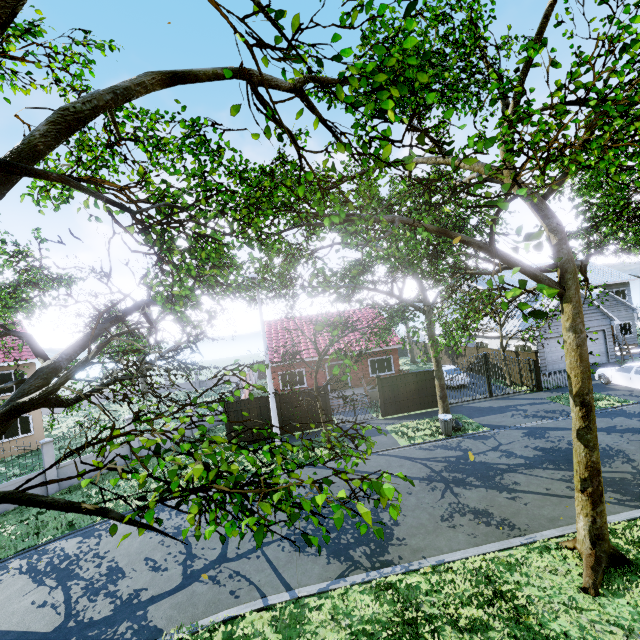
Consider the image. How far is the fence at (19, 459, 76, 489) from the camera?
14.8 meters

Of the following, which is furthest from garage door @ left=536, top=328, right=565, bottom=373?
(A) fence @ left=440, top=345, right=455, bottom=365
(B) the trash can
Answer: (B) the trash can

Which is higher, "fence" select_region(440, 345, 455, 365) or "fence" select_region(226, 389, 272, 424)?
"fence" select_region(226, 389, 272, 424)

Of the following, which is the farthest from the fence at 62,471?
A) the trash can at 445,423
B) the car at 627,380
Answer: the trash can at 445,423

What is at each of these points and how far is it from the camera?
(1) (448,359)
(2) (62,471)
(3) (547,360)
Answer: (1) fence, 31.8 meters
(2) fence, 15.6 meters
(3) garage door, 23.0 meters

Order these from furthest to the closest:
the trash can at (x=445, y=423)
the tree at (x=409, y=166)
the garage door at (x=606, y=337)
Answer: the garage door at (x=606, y=337), the trash can at (x=445, y=423), the tree at (x=409, y=166)

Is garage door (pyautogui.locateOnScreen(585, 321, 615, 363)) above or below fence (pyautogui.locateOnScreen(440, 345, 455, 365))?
above
